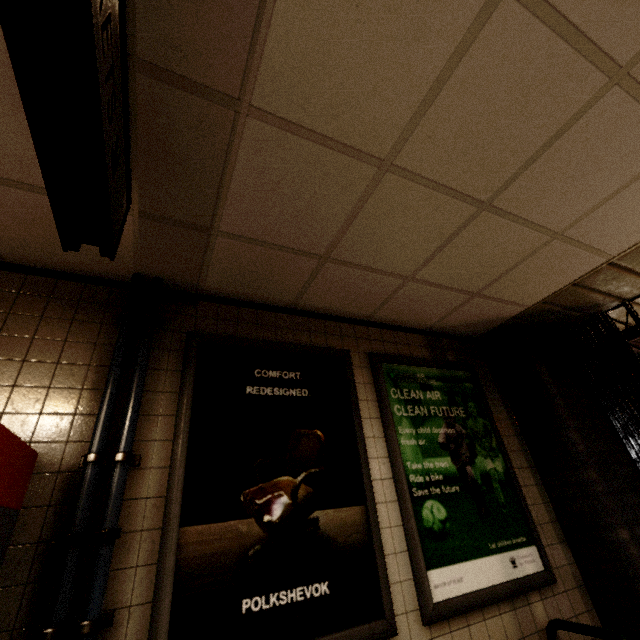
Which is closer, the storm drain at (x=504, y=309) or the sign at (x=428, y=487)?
the storm drain at (x=504, y=309)

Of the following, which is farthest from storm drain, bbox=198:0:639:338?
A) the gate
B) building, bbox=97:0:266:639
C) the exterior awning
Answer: the exterior awning

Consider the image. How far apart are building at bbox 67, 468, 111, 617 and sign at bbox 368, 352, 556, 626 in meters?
1.4 m

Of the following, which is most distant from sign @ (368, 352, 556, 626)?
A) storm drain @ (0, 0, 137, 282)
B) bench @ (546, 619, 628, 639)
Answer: storm drain @ (0, 0, 137, 282)

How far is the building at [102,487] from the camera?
1.4m

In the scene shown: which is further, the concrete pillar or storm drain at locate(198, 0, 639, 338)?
the concrete pillar

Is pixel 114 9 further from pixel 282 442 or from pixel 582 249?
pixel 582 249

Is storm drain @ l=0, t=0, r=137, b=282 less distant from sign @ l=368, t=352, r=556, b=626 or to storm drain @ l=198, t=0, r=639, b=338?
storm drain @ l=198, t=0, r=639, b=338
